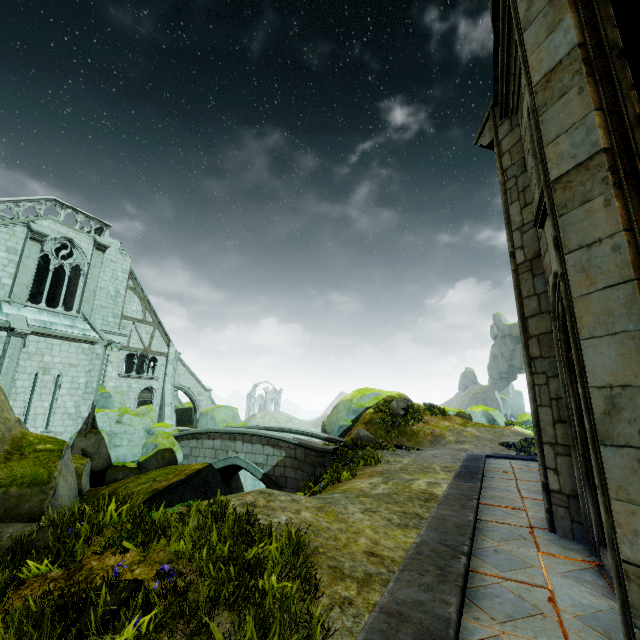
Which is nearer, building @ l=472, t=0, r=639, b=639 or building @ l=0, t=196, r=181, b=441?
building @ l=472, t=0, r=639, b=639

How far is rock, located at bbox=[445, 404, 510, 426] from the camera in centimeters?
2455cm

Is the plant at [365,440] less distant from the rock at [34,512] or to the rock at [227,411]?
the rock at [34,512]

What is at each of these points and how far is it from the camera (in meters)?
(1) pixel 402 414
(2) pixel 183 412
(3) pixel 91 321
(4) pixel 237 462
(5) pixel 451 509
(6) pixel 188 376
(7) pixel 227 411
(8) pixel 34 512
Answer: (1) plant, 19.31
(2) rock, 32.59
(3) building, 19.34
(4) bridge, 17.78
(5) wall trim, 6.05
(6) buttress, 29.86
(7) rock, 25.92
(8) rock, 5.44

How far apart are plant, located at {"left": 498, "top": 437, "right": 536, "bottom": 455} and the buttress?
25.3 meters

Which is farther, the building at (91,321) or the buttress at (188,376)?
the buttress at (188,376)

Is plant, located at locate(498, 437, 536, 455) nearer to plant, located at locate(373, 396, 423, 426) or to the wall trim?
the wall trim

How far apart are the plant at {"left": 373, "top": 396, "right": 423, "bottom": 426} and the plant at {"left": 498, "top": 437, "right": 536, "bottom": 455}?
4.9m
